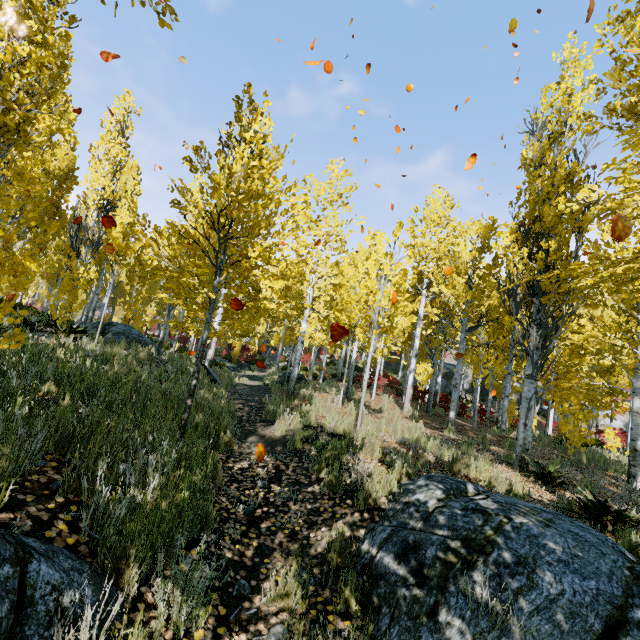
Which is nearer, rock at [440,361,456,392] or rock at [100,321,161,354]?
rock at [100,321,161,354]

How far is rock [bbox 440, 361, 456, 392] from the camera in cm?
3253

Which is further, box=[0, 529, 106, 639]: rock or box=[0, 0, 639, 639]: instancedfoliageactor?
box=[0, 0, 639, 639]: instancedfoliageactor

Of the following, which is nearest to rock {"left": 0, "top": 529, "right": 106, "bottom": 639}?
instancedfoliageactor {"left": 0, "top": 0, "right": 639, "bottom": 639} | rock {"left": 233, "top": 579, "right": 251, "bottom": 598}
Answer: instancedfoliageactor {"left": 0, "top": 0, "right": 639, "bottom": 639}

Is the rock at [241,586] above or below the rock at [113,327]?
below

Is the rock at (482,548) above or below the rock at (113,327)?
below

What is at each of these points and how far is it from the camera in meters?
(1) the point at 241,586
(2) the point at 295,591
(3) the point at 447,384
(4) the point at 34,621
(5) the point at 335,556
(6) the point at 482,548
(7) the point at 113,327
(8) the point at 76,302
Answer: (1) rock, 2.6 m
(2) instancedfoliageactor, 2.6 m
(3) rock, 33.3 m
(4) rock, 1.5 m
(5) instancedfoliageactor, 3.1 m
(6) rock, 2.6 m
(7) rock, 12.1 m
(8) instancedfoliageactor, 9.1 m
